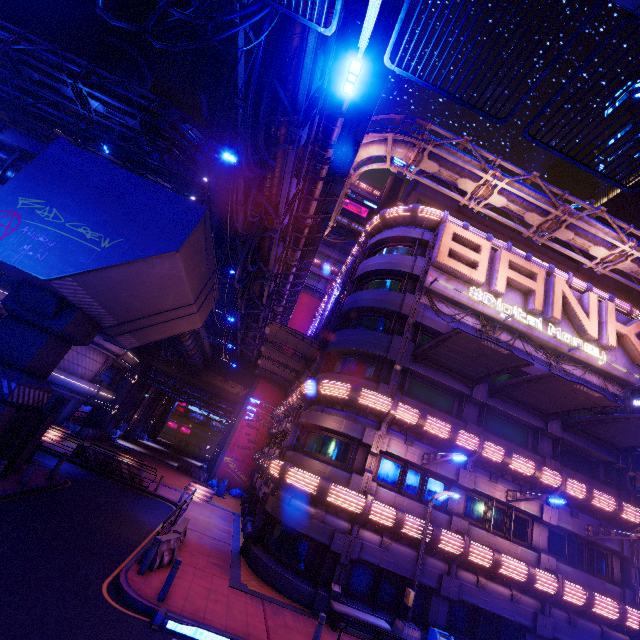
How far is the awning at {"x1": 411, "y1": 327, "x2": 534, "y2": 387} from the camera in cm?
1490

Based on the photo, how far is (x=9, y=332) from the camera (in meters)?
14.16

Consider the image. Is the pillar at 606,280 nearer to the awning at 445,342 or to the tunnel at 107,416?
the awning at 445,342

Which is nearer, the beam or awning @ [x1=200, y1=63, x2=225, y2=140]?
the beam

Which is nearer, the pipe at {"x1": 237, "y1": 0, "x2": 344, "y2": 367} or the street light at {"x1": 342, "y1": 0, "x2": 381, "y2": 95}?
the street light at {"x1": 342, "y1": 0, "x2": 381, "y2": 95}

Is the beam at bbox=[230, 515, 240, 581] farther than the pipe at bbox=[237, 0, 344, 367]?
Yes

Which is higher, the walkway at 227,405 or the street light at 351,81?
the street light at 351,81

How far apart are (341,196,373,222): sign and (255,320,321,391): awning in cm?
3348
